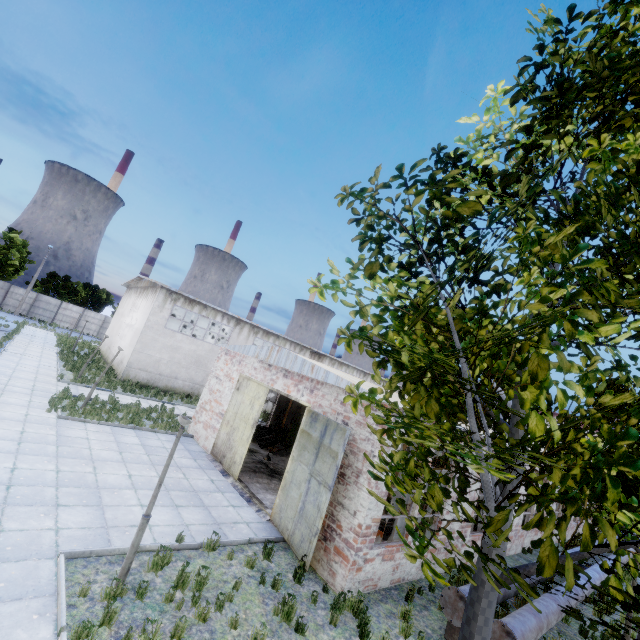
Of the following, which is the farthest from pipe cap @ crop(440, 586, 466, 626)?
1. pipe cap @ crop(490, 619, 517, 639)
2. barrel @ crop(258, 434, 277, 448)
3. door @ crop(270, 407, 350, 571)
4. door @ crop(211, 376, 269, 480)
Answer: barrel @ crop(258, 434, 277, 448)

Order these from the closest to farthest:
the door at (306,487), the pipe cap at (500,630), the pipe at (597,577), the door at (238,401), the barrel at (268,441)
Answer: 1. the pipe cap at (500,630)
2. the door at (306,487)
3. the pipe at (597,577)
4. the door at (238,401)
5. the barrel at (268,441)

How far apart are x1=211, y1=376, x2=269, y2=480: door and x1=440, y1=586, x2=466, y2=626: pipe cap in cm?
805

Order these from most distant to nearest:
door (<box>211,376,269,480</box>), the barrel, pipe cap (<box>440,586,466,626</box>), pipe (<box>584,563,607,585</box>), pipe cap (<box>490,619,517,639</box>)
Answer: the barrel
door (<box>211,376,269,480</box>)
pipe (<box>584,563,607,585</box>)
pipe cap (<box>440,586,466,626</box>)
pipe cap (<box>490,619,517,639</box>)

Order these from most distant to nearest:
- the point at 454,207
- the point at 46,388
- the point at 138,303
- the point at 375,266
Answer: the point at 138,303 → the point at 46,388 → the point at 454,207 → the point at 375,266

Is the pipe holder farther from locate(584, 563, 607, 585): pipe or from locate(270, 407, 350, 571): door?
locate(270, 407, 350, 571): door

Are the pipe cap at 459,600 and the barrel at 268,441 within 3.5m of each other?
no

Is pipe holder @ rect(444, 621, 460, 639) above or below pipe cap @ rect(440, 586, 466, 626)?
below
